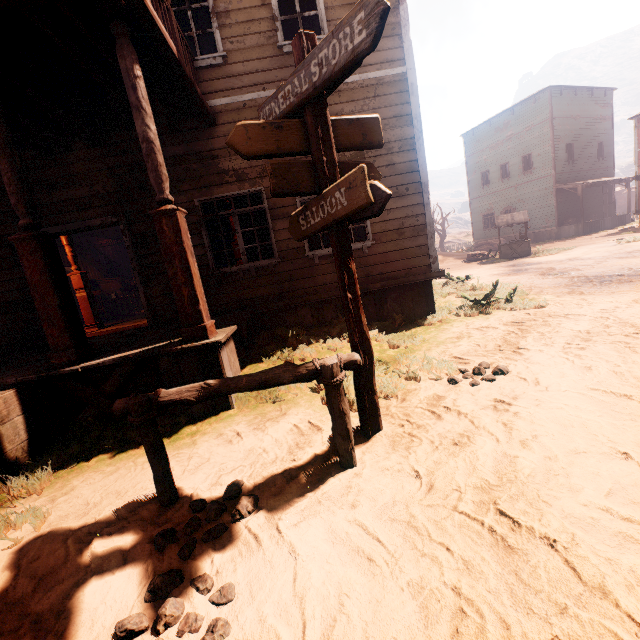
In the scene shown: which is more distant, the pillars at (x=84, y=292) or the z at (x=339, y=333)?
the pillars at (x=84, y=292)

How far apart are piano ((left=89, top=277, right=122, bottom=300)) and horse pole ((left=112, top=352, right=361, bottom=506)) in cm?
1440

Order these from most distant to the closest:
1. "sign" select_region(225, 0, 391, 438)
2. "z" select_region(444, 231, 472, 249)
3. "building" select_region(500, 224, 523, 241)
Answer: "z" select_region(444, 231, 472, 249)
"building" select_region(500, 224, 523, 241)
"sign" select_region(225, 0, 391, 438)

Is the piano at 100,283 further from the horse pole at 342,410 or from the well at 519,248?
the well at 519,248

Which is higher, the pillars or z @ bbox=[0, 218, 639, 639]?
the pillars

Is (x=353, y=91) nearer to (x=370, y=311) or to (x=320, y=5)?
(x=320, y=5)

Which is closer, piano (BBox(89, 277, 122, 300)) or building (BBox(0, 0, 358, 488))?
building (BBox(0, 0, 358, 488))

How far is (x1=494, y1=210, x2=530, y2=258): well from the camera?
16.81m
